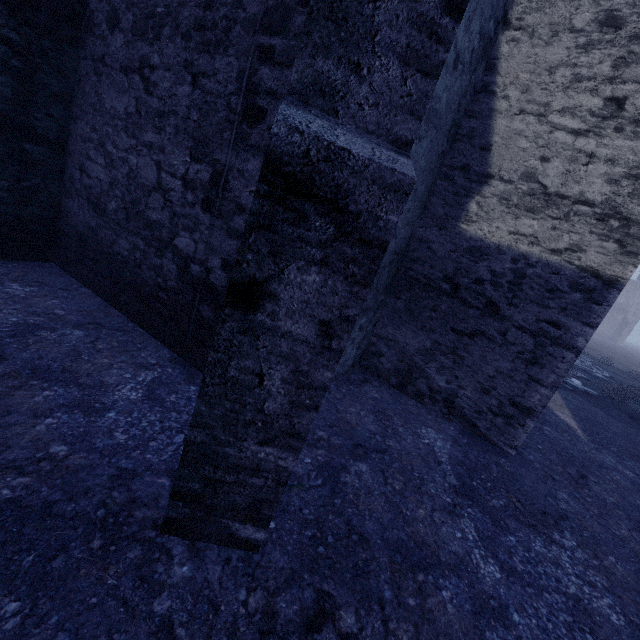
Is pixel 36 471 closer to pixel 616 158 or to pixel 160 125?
pixel 160 125
